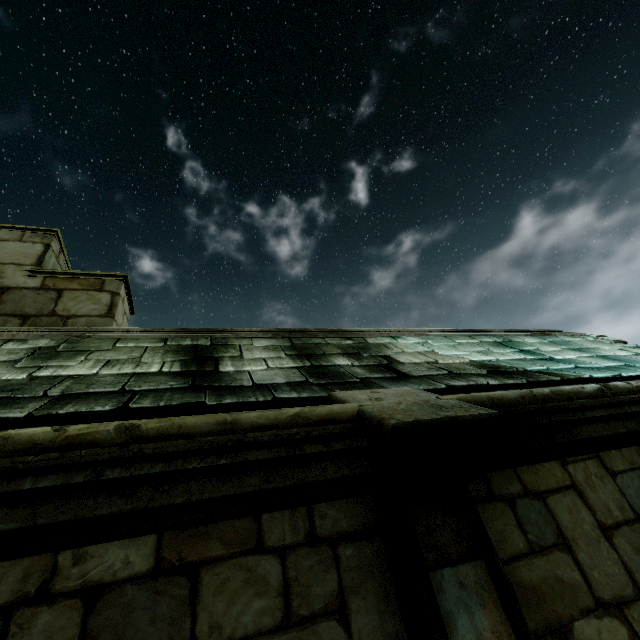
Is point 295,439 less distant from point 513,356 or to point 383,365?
point 383,365
